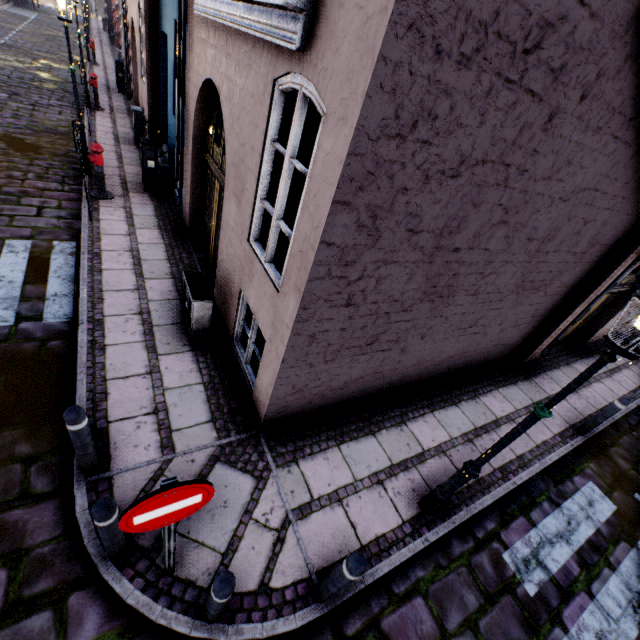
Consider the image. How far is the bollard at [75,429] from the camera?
2.81m

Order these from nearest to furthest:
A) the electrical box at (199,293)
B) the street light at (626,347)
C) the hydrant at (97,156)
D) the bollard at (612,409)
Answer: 1. the street light at (626,347)
2. the electrical box at (199,293)
3. the bollard at (612,409)
4. the hydrant at (97,156)

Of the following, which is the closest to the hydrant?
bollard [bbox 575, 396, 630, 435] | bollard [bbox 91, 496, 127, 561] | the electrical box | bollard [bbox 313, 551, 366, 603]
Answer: the electrical box

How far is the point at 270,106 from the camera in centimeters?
323cm

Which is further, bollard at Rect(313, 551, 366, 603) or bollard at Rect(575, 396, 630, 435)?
bollard at Rect(575, 396, 630, 435)

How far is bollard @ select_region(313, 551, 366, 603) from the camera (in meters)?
2.56

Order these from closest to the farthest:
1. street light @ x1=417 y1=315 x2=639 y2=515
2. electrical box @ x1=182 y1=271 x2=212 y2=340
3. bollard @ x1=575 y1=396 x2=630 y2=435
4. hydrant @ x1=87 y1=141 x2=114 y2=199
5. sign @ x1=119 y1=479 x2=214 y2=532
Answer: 1. sign @ x1=119 y1=479 x2=214 y2=532
2. street light @ x1=417 y1=315 x2=639 y2=515
3. electrical box @ x1=182 y1=271 x2=212 y2=340
4. bollard @ x1=575 y1=396 x2=630 y2=435
5. hydrant @ x1=87 y1=141 x2=114 y2=199

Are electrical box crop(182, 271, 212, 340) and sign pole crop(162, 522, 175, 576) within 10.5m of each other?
yes
